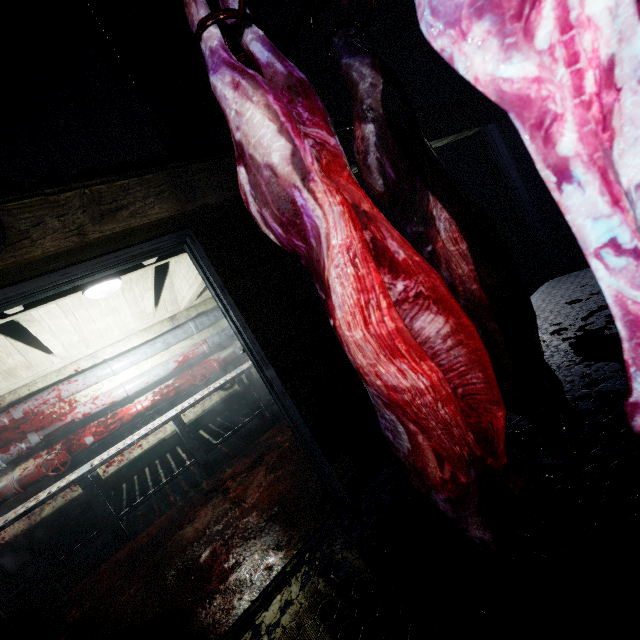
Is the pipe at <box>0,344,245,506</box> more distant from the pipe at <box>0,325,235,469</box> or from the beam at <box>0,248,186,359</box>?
the beam at <box>0,248,186,359</box>

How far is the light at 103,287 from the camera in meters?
2.8 m

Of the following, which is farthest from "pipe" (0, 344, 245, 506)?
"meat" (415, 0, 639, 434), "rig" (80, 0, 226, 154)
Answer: "meat" (415, 0, 639, 434)

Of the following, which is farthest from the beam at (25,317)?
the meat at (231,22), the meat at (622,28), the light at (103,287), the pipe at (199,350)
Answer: the meat at (622,28)

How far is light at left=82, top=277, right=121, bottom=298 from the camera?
2.8 meters

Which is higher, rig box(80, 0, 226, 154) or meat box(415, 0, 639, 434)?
rig box(80, 0, 226, 154)

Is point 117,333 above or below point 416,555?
above

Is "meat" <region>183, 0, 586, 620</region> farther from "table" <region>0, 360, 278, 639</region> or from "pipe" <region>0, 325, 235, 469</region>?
"pipe" <region>0, 325, 235, 469</region>
